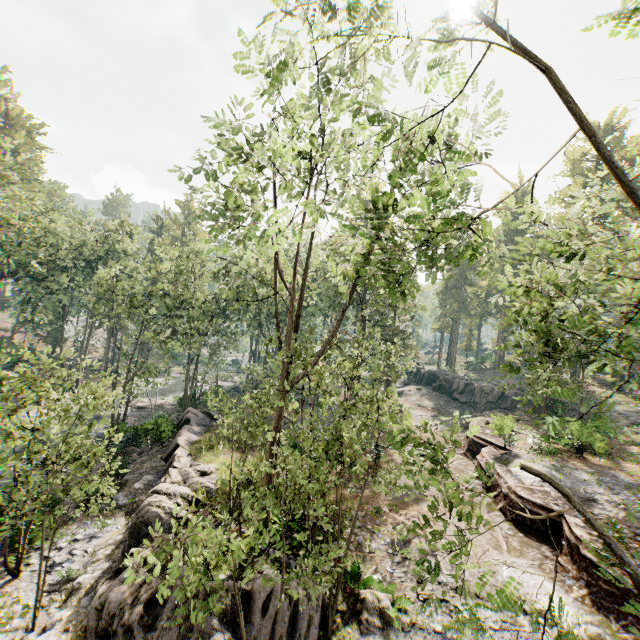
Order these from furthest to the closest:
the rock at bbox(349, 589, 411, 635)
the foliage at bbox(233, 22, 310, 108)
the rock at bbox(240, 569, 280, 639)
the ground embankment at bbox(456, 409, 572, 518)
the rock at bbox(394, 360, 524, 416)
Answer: the rock at bbox(394, 360, 524, 416) < the ground embankment at bbox(456, 409, 572, 518) < the rock at bbox(349, 589, 411, 635) < the rock at bbox(240, 569, 280, 639) < the foliage at bbox(233, 22, 310, 108)

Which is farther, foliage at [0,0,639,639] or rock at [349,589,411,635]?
rock at [349,589,411,635]

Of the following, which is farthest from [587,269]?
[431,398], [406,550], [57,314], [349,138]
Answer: [57,314]

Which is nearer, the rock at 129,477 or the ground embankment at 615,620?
the rock at 129,477

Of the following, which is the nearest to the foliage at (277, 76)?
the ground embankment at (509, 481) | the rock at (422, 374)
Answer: the ground embankment at (509, 481)

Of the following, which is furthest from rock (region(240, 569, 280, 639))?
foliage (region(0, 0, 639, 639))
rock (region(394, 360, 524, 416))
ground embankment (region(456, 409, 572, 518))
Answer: rock (region(394, 360, 524, 416))

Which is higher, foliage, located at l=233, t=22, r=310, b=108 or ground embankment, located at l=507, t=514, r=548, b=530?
foliage, located at l=233, t=22, r=310, b=108
